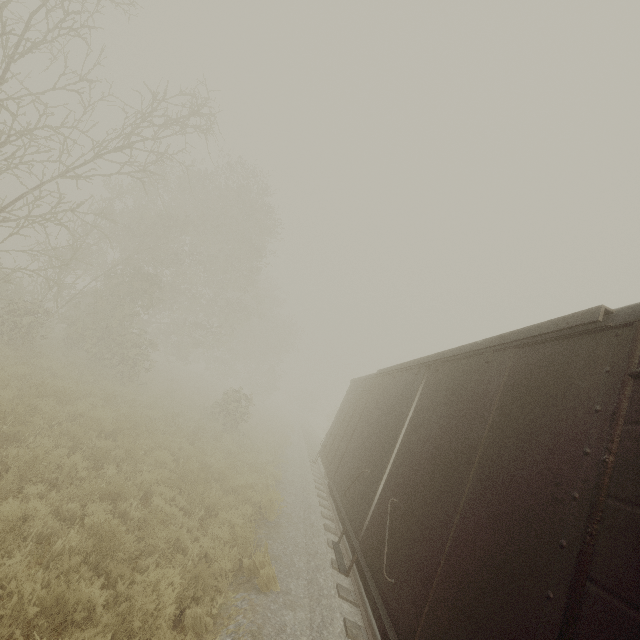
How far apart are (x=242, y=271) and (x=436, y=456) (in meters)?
22.58
